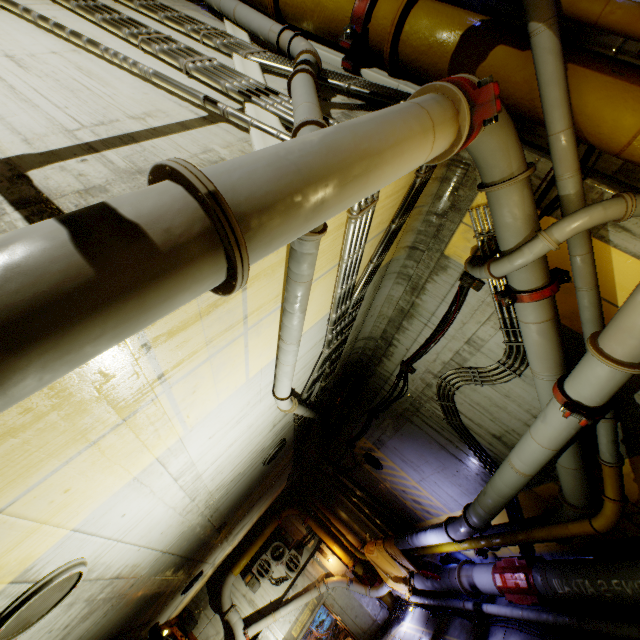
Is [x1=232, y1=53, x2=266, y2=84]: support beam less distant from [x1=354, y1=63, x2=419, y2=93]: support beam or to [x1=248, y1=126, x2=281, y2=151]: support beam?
[x1=248, y1=126, x2=281, y2=151]: support beam

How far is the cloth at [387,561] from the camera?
12.4 meters

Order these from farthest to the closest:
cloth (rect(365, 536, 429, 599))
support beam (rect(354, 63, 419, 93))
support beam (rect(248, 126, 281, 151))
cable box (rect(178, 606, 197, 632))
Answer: cable box (rect(178, 606, 197, 632))
cloth (rect(365, 536, 429, 599))
support beam (rect(354, 63, 419, 93))
support beam (rect(248, 126, 281, 151))

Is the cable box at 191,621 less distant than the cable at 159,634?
No

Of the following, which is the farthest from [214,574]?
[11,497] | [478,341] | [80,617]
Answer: [11,497]

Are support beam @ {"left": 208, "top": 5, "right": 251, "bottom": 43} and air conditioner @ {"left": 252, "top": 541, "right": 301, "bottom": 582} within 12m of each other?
no

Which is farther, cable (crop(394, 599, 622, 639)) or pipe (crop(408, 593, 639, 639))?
cable (crop(394, 599, 622, 639))

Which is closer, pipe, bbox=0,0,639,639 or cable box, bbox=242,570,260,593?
pipe, bbox=0,0,639,639
